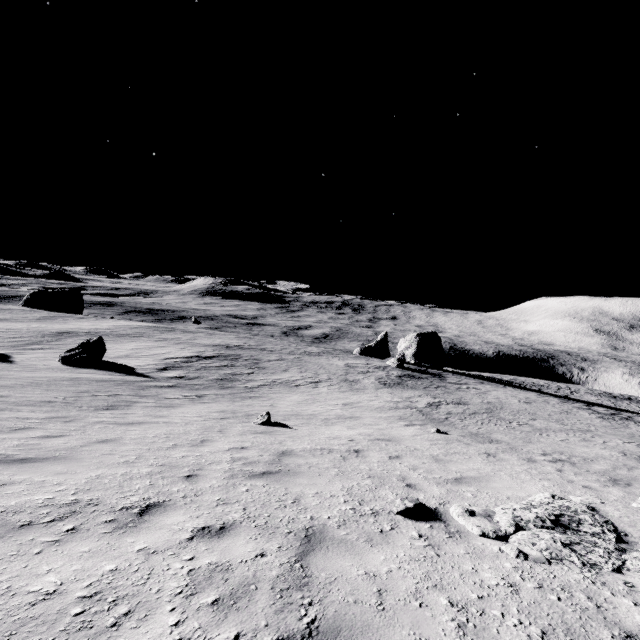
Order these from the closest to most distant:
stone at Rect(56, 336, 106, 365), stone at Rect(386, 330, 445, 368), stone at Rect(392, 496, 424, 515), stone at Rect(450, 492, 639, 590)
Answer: stone at Rect(450, 492, 639, 590), stone at Rect(392, 496, 424, 515), stone at Rect(56, 336, 106, 365), stone at Rect(386, 330, 445, 368)

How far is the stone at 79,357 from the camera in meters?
23.0 m

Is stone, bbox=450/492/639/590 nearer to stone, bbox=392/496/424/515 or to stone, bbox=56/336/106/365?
stone, bbox=392/496/424/515

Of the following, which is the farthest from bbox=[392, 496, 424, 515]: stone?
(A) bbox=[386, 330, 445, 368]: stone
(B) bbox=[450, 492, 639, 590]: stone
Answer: (A) bbox=[386, 330, 445, 368]: stone

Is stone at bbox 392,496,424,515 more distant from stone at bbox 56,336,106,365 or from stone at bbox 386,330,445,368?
stone at bbox 386,330,445,368

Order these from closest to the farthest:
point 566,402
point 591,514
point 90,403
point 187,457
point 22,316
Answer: point 591,514
point 187,457
point 90,403
point 566,402
point 22,316

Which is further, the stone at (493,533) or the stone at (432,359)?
the stone at (432,359)
